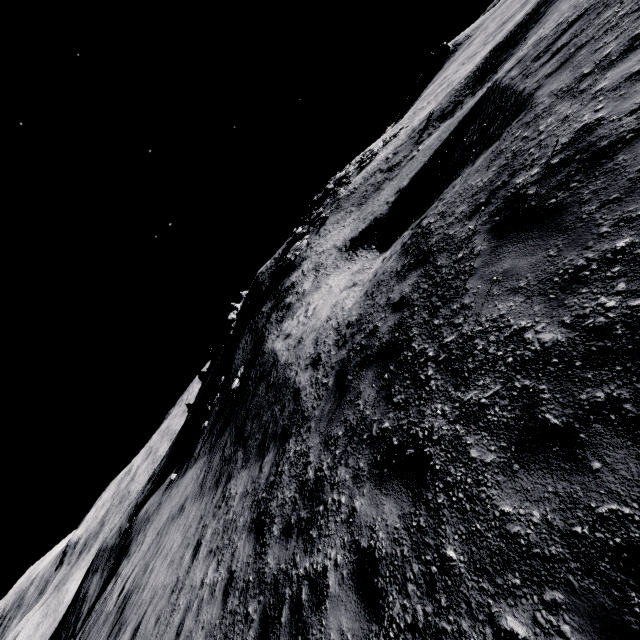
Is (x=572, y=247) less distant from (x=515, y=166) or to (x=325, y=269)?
(x=515, y=166)

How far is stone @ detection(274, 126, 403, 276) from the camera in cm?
3075

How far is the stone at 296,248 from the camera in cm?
3075
